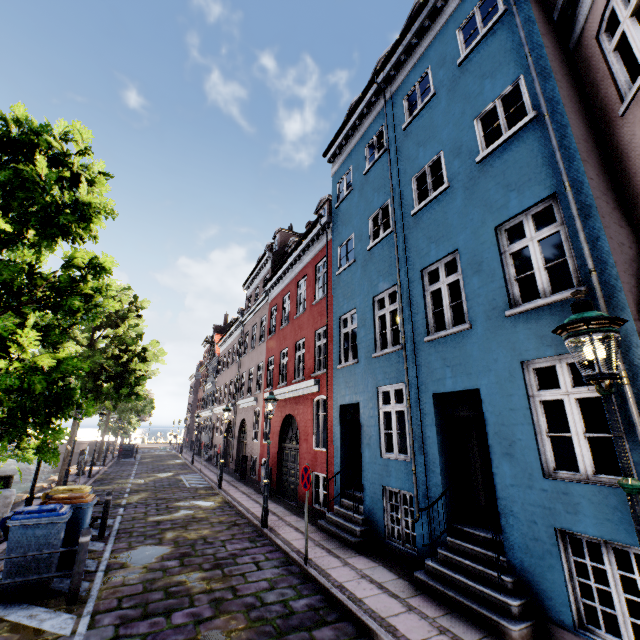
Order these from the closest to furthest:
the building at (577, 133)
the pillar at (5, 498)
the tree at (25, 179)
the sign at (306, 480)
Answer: the building at (577, 133) → the tree at (25, 179) → the sign at (306, 480) → the pillar at (5, 498)

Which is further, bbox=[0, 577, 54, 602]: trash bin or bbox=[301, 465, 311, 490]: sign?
bbox=[301, 465, 311, 490]: sign

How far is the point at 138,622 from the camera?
4.9m

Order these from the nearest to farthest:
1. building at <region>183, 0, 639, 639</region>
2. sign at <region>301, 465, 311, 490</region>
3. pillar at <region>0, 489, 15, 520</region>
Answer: building at <region>183, 0, 639, 639</region> → sign at <region>301, 465, 311, 490</region> → pillar at <region>0, 489, 15, 520</region>

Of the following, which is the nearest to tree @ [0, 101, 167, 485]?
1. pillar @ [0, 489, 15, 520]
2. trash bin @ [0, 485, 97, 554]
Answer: trash bin @ [0, 485, 97, 554]

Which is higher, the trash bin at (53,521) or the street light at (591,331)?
the street light at (591,331)

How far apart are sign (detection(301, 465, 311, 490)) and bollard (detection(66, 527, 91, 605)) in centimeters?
406cm

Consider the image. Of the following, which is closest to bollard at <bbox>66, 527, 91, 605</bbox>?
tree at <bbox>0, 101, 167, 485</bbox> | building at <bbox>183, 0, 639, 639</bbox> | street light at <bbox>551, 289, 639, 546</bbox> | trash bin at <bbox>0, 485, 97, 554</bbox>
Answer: trash bin at <bbox>0, 485, 97, 554</bbox>
